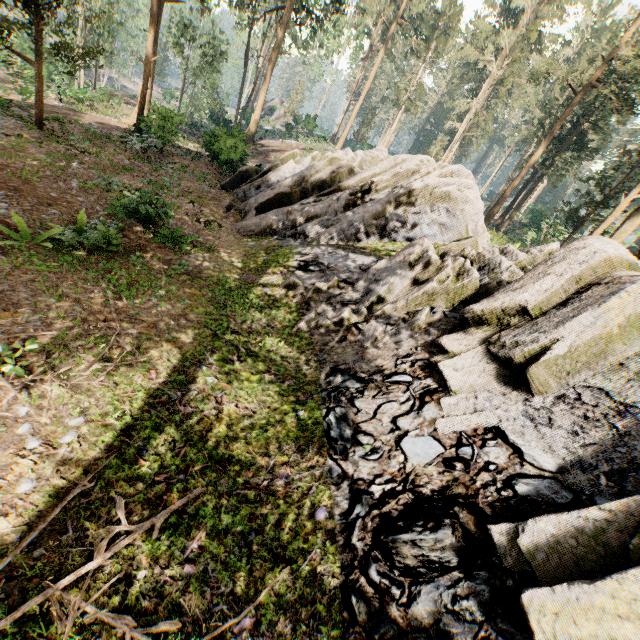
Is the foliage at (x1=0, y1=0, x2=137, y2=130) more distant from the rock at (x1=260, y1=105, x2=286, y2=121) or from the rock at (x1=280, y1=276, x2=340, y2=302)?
the rock at (x1=280, y1=276, x2=340, y2=302)

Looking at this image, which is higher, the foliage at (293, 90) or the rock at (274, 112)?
the foliage at (293, 90)

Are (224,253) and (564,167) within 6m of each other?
no

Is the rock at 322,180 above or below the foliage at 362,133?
below

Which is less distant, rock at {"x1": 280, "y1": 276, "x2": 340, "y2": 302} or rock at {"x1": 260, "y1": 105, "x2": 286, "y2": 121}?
rock at {"x1": 280, "y1": 276, "x2": 340, "y2": 302}

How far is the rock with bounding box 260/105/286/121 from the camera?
56.5m
